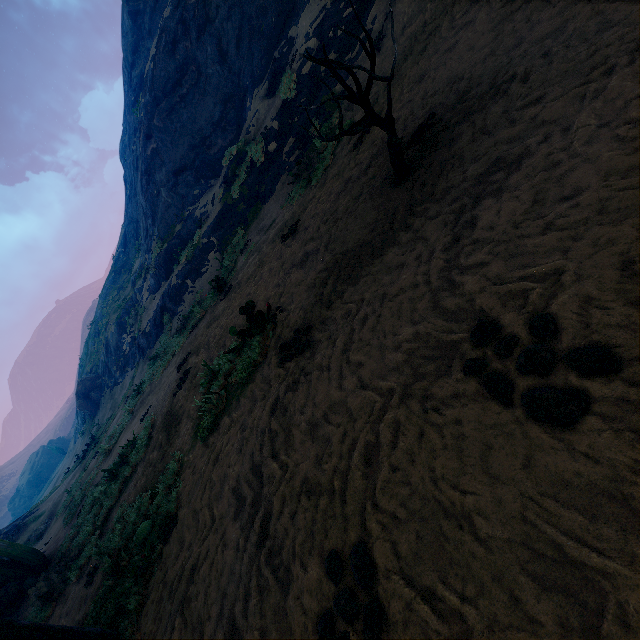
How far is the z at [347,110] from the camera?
8.9 meters

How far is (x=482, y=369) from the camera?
2.1 meters

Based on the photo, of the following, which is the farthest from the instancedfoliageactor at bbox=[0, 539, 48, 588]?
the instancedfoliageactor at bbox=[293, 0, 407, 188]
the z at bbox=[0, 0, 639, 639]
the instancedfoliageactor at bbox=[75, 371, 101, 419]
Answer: the instancedfoliageactor at bbox=[75, 371, 101, 419]

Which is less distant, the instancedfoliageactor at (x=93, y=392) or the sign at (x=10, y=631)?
the sign at (x=10, y=631)

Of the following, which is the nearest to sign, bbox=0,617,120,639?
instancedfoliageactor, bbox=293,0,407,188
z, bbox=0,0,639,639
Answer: z, bbox=0,0,639,639

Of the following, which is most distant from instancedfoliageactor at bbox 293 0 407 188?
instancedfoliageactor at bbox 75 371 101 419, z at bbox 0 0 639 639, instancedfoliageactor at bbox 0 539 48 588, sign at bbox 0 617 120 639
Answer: instancedfoliageactor at bbox 75 371 101 419

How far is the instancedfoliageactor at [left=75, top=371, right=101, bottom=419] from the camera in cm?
3025
